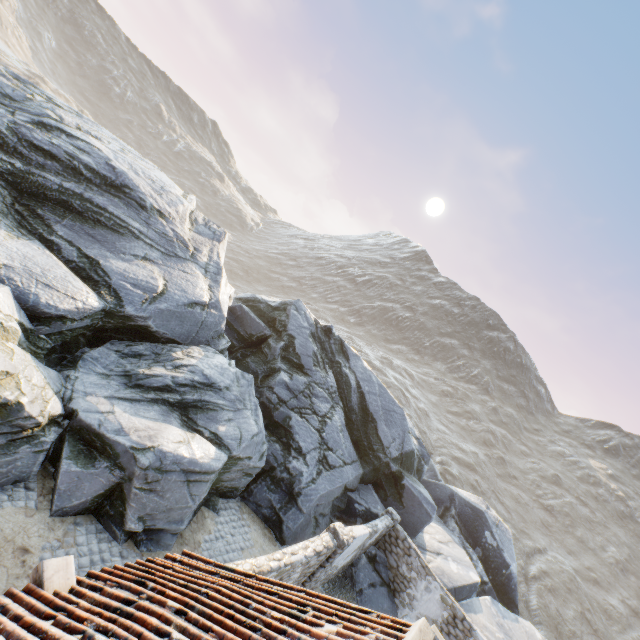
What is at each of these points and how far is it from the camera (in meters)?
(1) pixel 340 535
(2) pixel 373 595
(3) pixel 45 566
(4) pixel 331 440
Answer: (1) stone column, 9.91
(2) rock, 13.47
(3) wooden beam, 4.12
(4) rock, 15.46

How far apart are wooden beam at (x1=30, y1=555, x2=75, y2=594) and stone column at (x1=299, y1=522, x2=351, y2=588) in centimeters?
748cm

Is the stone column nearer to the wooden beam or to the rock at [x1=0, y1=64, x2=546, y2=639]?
the rock at [x1=0, y1=64, x2=546, y2=639]

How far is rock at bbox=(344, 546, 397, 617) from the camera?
13.3 meters

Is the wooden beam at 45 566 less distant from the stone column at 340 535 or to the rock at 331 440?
the rock at 331 440

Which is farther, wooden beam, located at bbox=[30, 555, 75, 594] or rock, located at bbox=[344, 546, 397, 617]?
rock, located at bbox=[344, 546, 397, 617]

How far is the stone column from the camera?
9.77m
